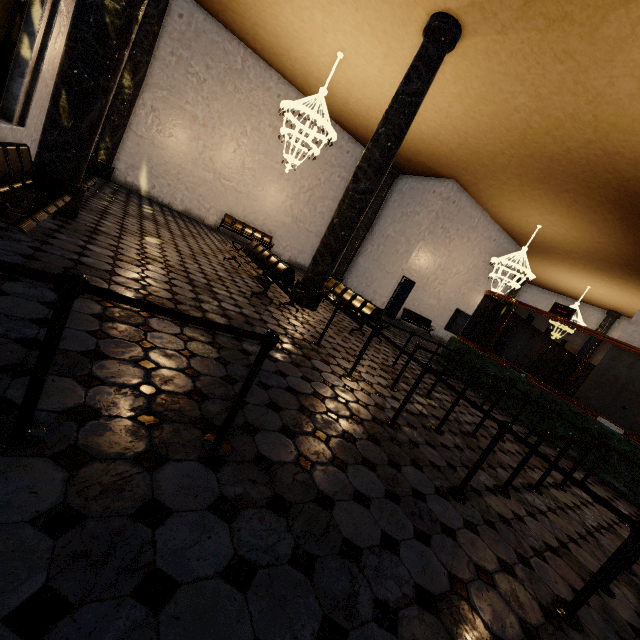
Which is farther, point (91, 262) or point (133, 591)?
point (91, 262)
